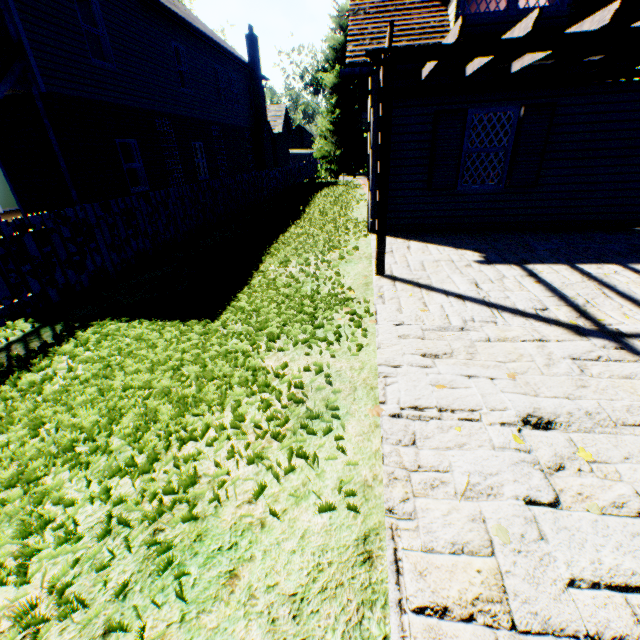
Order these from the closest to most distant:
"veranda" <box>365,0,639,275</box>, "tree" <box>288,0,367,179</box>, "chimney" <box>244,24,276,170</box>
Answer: "veranda" <box>365,0,639,275</box>, "chimney" <box>244,24,276,170</box>, "tree" <box>288,0,367,179</box>

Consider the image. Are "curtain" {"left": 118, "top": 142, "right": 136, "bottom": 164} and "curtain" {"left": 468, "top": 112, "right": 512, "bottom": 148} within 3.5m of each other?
no

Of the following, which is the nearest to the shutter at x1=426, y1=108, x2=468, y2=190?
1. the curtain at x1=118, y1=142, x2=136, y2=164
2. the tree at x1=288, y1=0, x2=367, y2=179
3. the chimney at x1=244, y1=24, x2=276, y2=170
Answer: the curtain at x1=118, y1=142, x2=136, y2=164

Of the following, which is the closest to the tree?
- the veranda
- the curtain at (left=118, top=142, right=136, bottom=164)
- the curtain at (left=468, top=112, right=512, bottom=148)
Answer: the veranda

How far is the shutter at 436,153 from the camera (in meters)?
6.88

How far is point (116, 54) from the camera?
10.0m

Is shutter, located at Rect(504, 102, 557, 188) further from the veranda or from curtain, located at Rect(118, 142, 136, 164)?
curtain, located at Rect(118, 142, 136, 164)

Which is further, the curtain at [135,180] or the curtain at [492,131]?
the curtain at [135,180]
